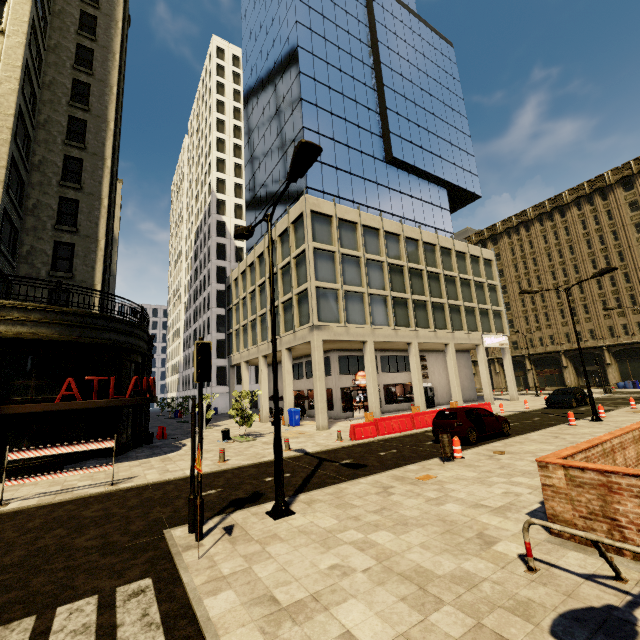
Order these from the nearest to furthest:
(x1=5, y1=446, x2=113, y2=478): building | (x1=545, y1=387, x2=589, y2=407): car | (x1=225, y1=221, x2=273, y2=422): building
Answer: (x1=5, y1=446, x2=113, y2=478): building
(x1=545, y1=387, x2=589, y2=407): car
(x1=225, y1=221, x2=273, y2=422): building

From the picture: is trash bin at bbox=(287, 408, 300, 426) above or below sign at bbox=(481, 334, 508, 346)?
below

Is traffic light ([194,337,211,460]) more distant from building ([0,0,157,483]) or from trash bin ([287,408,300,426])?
trash bin ([287,408,300,426])

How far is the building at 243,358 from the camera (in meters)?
29.36

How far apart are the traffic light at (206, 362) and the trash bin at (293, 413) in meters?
17.9 m

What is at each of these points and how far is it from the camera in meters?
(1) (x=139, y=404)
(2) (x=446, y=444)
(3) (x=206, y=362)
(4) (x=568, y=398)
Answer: (1) building, 14.9 m
(2) trash bin, 10.8 m
(3) traffic light, 6.8 m
(4) car, 24.0 m

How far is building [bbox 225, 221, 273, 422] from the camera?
29.36m
